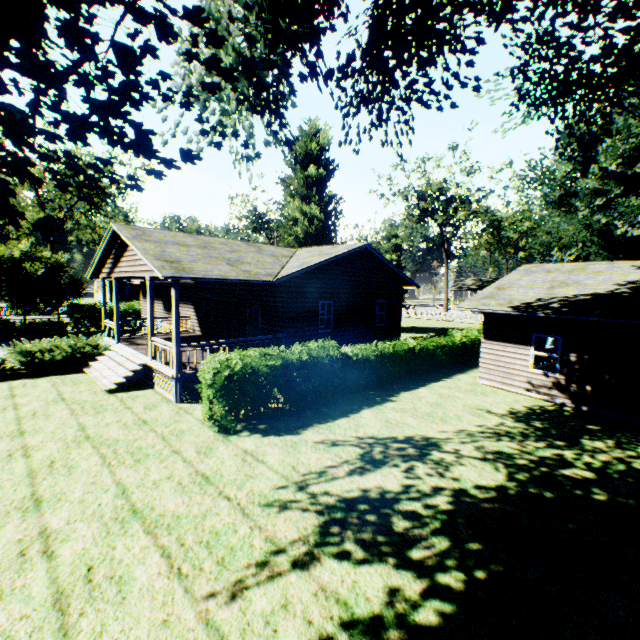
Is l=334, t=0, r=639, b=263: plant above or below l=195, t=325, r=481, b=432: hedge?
above

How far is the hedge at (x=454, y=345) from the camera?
9.2 meters

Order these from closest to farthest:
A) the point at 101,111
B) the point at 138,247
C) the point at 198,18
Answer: the point at 198,18 → the point at 101,111 → the point at 138,247

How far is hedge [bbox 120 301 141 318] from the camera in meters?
28.1

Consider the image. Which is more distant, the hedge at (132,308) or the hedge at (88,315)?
the hedge at (132,308)

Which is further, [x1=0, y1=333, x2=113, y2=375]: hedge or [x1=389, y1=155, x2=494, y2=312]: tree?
[x1=389, y1=155, x2=494, y2=312]: tree

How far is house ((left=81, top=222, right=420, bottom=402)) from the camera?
12.04m

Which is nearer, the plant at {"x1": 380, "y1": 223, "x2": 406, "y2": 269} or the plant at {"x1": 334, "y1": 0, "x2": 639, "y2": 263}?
the plant at {"x1": 334, "y1": 0, "x2": 639, "y2": 263}
